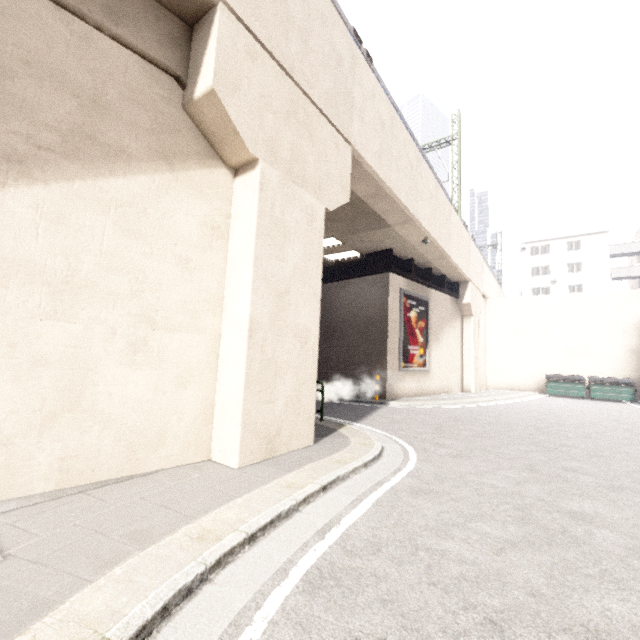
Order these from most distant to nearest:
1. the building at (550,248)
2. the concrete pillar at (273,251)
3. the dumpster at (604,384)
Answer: the building at (550,248)
the dumpster at (604,384)
the concrete pillar at (273,251)

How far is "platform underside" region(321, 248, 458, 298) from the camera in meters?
15.3

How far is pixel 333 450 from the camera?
6.1m

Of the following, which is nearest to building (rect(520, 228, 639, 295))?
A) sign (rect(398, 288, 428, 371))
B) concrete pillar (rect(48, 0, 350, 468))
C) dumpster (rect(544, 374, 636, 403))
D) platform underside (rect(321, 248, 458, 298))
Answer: platform underside (rect(321, 248, 458, 298))

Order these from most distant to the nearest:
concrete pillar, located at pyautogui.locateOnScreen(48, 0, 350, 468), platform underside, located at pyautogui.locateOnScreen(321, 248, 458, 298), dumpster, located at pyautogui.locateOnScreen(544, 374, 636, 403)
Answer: dumpster, located at pyautogui.locateOnScreen(544, 374, 636, 403) < platform underside, located at pyautogui.locateOnScreen(321, 248, 458, 298) < concrete pillar, located at pyautogui.locateOnScreen(48, 0, 350, 468)

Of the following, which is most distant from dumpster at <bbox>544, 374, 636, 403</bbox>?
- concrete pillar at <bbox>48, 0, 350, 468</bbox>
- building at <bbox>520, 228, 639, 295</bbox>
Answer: concrete pillar at <bbox>48, 0, 350, 468</bbox>

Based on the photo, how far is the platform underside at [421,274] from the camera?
15.3 meters

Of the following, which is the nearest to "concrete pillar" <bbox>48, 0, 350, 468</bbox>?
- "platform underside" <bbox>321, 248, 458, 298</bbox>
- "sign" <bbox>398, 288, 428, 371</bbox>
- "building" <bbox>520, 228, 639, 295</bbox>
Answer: "platform underside" <bbox>321, 248, 458, 298</bbox>
